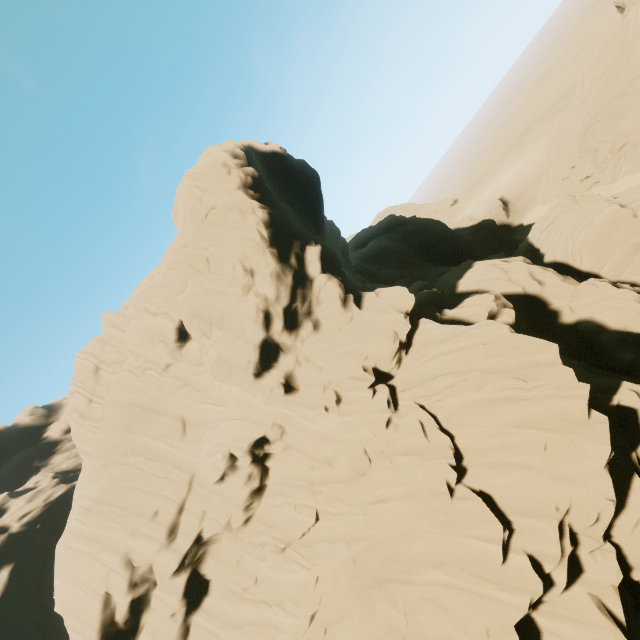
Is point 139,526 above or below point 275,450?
above
